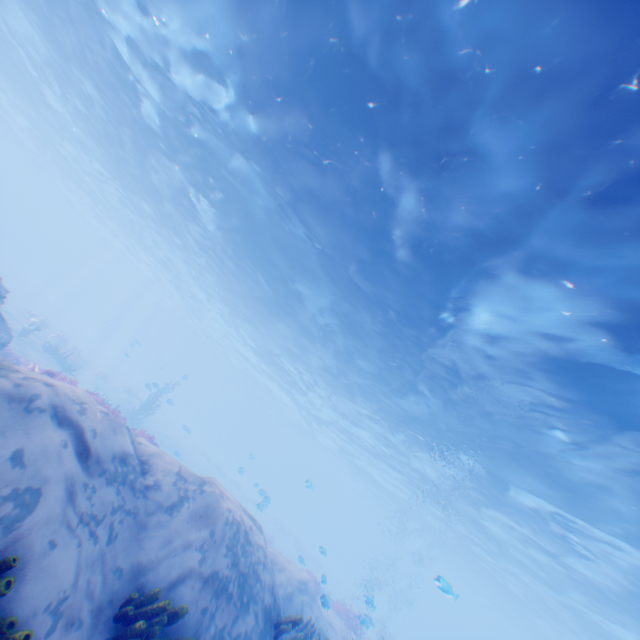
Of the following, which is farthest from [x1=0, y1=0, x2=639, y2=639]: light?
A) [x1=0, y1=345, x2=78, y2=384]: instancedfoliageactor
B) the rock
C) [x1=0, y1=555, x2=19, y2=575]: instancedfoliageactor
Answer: the rock

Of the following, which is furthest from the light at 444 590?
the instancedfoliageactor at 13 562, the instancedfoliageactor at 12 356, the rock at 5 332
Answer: the rock at 5 332

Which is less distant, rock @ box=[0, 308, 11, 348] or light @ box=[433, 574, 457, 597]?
→ light @ box=[433, 574, 457, 597]

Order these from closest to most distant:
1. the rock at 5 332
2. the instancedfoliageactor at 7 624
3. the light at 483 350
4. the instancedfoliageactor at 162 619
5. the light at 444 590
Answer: the instancedfoliageactor at 7 624 → the instancedfoliageactor at 162 619 → the light at 483 350 → the light at 444 590 → the rock at 5 332

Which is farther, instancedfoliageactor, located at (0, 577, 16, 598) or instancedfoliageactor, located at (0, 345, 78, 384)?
instancedfoliageactor, located at (0, 345, 78, 384)

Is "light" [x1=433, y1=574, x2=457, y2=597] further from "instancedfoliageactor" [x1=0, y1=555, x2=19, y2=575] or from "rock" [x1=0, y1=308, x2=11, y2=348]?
"rock" [x1=0, y1=308, x2=11, y2=348]

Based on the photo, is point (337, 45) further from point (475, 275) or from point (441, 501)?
point (441, 501)

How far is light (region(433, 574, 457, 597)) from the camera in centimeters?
830cm
